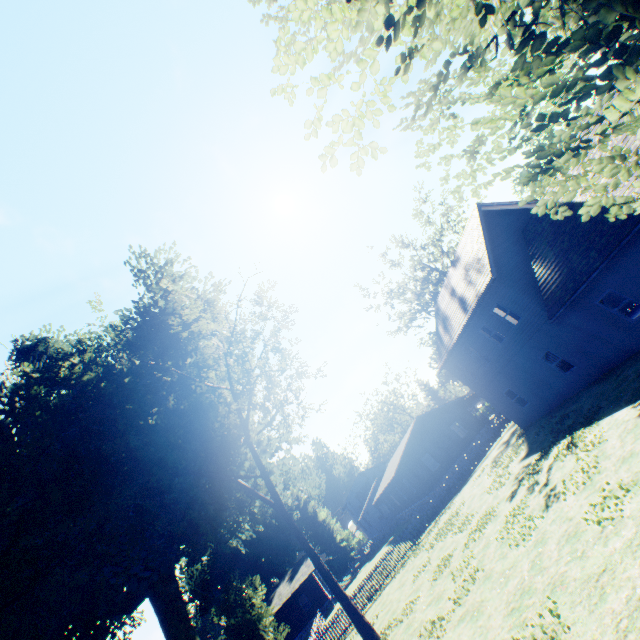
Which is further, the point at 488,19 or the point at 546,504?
the point at 546,504

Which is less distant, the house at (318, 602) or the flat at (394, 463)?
the flat at (394, 463)

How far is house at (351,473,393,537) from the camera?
50.0 meters

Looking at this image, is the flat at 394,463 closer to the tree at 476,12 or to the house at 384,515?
the house at 384,515

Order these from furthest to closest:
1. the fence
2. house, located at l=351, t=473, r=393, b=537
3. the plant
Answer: house, located at l=351, t=473, r=393, b=537
the fence
the plant

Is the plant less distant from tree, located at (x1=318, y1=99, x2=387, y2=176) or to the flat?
tree, located at (x1=318, y1=99, x2=387, y2=176)

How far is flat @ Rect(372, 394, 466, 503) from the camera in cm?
3353
